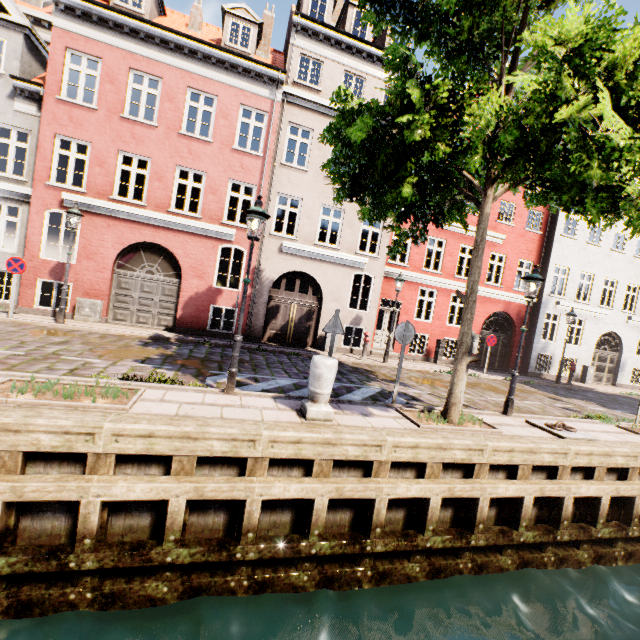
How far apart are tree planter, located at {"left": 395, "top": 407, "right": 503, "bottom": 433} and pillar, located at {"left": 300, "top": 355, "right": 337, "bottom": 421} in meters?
1.7

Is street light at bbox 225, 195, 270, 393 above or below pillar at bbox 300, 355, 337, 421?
above

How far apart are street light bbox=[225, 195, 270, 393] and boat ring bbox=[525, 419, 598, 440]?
6.98m

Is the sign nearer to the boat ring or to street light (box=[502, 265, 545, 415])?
street light (box=[502, 265, 545, 415])

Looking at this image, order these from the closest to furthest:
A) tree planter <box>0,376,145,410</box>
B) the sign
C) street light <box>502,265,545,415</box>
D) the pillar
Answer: tree planter <box>0,376,145,410</box> < the pillar < street light <box>502,265,545,415</box> < the sign

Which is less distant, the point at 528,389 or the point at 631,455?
the point at 631,455

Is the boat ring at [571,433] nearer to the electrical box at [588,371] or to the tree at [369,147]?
the tree at [369,147]

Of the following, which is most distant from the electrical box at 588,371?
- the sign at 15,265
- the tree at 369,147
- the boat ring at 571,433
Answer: the sign at 15,265
